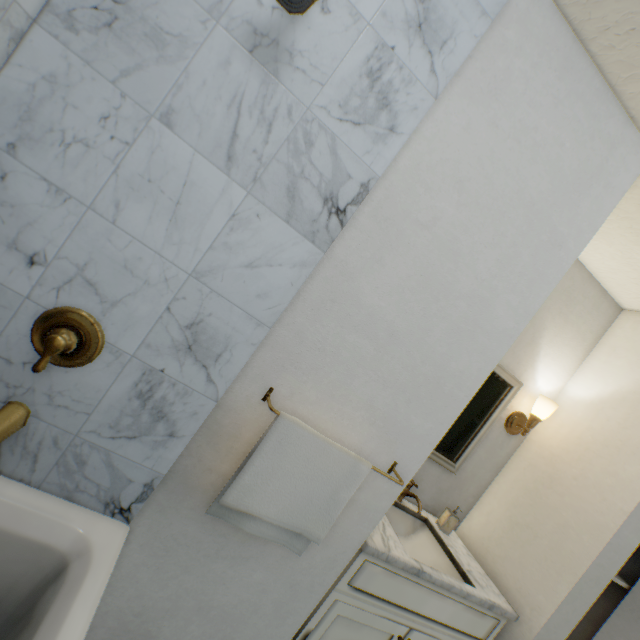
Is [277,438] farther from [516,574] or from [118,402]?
[516,574]

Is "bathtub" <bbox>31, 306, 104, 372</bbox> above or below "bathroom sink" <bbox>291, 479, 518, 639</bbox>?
above

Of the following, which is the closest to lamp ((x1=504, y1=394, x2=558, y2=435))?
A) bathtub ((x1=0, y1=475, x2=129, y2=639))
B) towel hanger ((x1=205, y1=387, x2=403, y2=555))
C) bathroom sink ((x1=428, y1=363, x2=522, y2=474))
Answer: bathroom sink ((x1=428, y1=363, x2=522, y2=474))

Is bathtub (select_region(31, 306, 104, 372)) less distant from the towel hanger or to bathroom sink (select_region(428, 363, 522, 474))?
the towel hanger

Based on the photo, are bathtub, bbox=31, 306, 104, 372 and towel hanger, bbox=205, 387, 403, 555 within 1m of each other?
yes

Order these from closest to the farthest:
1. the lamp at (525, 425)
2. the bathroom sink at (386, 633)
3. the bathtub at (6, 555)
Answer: the bathtub at (6, 555) → the bathroom sink at (386, 633) → the lamp at (525, 425)

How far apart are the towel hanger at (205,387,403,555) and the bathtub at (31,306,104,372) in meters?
0.5 m

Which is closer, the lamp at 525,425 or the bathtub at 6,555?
the bathtub at 6,555
